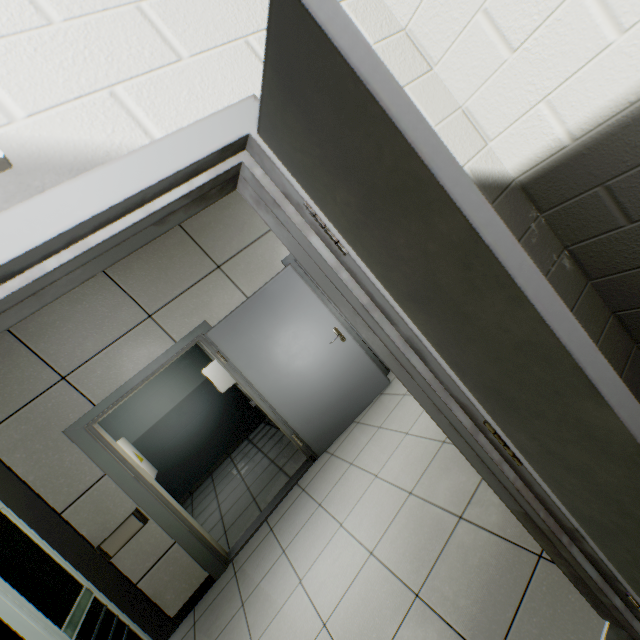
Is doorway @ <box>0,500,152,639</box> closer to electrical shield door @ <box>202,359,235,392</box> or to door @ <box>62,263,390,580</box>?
door @ <box>62,263,390,580</box>

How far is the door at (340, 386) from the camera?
3.3 meters

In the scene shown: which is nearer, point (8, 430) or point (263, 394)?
point (8, 430)

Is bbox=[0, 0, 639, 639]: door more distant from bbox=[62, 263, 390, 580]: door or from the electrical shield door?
the electrical shield door

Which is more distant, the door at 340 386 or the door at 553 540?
the door at 340 386

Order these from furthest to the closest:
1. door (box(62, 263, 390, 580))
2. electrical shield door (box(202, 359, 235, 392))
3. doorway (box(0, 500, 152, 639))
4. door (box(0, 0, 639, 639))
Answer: electrical shield door (box(202, 359, 235, 392)) → door (box(62, 263, 390, 580)) → doorway (box(0, 500, 152, 639)) → door (box(0, 0, 639, 639))

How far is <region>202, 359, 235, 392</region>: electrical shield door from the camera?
5.2 meters

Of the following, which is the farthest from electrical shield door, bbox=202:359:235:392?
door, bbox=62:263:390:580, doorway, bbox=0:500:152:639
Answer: doorway, bbox=0:500:152:639
